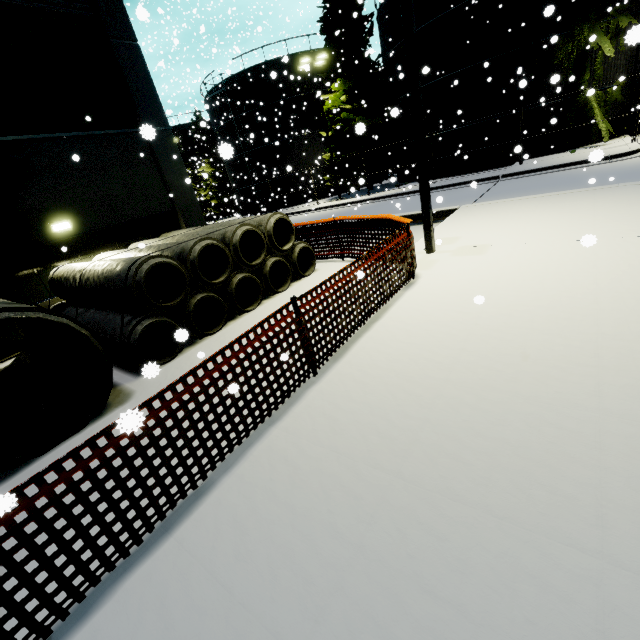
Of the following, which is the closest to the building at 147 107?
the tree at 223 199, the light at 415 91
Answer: the light at 415 91

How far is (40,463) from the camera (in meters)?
4.10

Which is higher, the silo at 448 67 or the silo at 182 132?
the silo at 182 132

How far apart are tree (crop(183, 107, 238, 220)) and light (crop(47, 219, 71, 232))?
34.5 meters

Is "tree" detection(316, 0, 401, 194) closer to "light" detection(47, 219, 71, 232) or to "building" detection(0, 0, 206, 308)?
"building" detection(0, 0, 206, 308)

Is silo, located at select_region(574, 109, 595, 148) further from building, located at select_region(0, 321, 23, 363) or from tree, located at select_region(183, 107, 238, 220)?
tree, located at select_region(183, 107, 238, 220)

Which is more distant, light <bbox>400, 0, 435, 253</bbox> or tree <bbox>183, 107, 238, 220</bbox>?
tree <bbox>183, 107, 238, 220</bbox>

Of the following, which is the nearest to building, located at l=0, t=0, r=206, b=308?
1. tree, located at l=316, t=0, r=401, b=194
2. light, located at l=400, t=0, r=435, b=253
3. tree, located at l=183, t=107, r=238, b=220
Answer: tree, located at l=316, t=0, r=401, b=194
